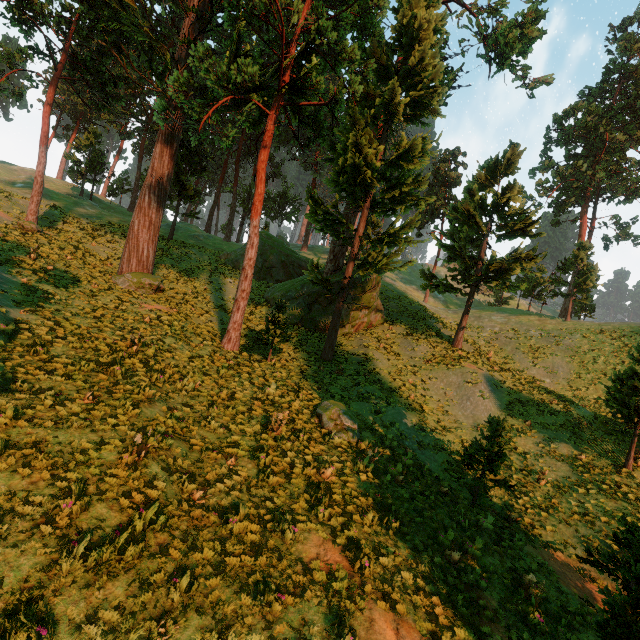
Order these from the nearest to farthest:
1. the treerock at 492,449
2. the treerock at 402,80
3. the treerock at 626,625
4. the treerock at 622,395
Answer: the treerock at 626,625, the treerock at 492,449, the treerock at 622,395, the treerock at 402,80

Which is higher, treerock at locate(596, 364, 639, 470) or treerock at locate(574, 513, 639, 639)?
treerock at locate(596, 364, 639, 470)

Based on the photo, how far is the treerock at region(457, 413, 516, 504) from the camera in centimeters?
1206cm

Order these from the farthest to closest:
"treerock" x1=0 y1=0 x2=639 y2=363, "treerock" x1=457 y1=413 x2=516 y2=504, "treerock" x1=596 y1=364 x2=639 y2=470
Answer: "treerock" x1=0 y1=0 x2=639 y2=363, "treerock" x1=596 y1=364 x2=639 y2=470, "treerock" x1=457 y1=413 x2=516 y2=504

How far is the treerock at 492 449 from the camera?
12.06m

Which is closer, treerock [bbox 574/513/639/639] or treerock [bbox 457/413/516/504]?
treerock [bbox 574/513/639/639]

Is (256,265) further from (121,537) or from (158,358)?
(121,537)
